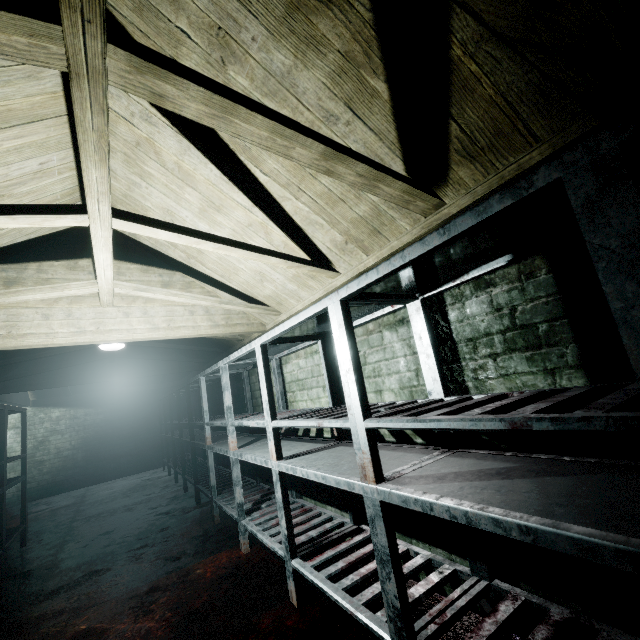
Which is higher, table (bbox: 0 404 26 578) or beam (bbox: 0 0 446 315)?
beam (bbox: 0 0 446 315)

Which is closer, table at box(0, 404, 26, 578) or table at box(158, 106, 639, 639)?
table at box(158, 106, 639, 639)

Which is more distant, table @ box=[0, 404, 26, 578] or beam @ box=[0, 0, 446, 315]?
table @ box=[0, 404, 26, 578]

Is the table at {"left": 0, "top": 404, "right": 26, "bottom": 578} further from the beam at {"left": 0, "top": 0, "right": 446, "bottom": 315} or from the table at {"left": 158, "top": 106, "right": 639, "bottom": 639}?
the table at {"left": 158, "top": 106, "right": 639, "bottom": 639}

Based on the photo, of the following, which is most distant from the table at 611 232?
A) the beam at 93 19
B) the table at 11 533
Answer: the table at 11 533

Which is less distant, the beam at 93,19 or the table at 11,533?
the beam at 93,19

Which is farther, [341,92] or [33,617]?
[33,617]
